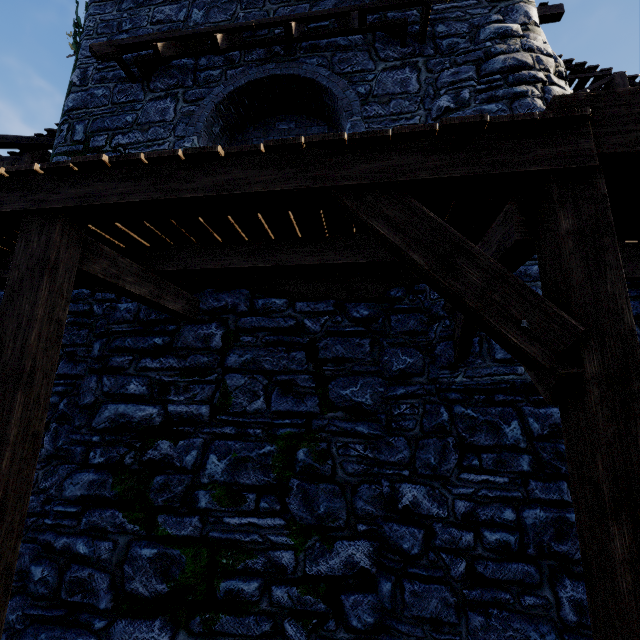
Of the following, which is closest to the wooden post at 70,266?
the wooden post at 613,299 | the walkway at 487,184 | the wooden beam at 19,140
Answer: the walkway at 487,184

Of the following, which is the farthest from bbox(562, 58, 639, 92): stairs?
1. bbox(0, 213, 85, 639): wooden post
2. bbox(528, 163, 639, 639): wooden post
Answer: bbox(0, 213, 85, 639): wooden post

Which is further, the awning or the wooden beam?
the wooden beam

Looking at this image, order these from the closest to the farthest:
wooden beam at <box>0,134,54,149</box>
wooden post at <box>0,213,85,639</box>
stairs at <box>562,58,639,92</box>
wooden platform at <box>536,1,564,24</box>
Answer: wooden post at <box>0,213,85,639</box>
wooden platform at <box>536,1,564,24</box>
stairs at <box>562,58,639,92</box>
wooden beam at <box>0,134,54,149</box>

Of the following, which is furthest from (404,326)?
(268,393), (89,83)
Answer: (89,83)

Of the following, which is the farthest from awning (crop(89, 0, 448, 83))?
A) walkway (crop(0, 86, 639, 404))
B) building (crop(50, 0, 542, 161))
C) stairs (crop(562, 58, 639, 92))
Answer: stairs (crop(562, 58, 639, 92))

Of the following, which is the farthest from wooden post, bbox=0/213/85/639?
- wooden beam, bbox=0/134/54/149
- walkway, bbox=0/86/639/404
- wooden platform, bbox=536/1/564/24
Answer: wooden platform, bbox=536/1/564/24

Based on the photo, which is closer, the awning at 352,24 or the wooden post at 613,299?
the wooden post at 613,299
